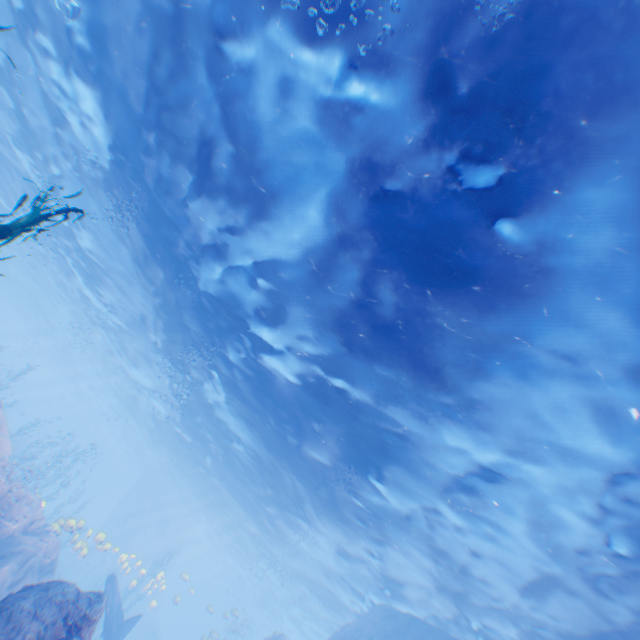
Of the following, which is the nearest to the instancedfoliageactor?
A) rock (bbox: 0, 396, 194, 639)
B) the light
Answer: rock (bbox: 0, 396, 194, 639)

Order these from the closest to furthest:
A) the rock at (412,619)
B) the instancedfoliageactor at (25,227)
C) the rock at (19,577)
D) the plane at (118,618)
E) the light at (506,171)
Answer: the instancedfoliageactor at (25,227) < the light at (506,171) < the rock at (19,577) < the plane at (118,618) < the rock at (412,619)

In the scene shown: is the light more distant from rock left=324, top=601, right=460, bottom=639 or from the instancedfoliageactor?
the instancedfoliageactor

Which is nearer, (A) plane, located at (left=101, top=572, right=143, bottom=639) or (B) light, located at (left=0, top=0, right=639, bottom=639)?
(B) light, located at (left=0, top=0, right=639, bottom=639)

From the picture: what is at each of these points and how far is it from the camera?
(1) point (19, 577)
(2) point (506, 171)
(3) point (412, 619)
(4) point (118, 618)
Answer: (1) rock, 10.8m
(2) light, 5.7m
(3) rock, 17.3m
(4) plane, 16.2m

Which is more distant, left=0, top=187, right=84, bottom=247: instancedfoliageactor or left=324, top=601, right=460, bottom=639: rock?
left=324, top=601, right=460, bottom=639: rock

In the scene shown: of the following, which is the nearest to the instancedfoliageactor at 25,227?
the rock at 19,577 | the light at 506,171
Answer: the rock at 19,577

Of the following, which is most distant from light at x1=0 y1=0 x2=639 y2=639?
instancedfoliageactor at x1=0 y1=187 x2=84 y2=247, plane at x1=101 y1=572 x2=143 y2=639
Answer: instancedfoliageactor at x1=0 y1=187 x2=84 y2=247
